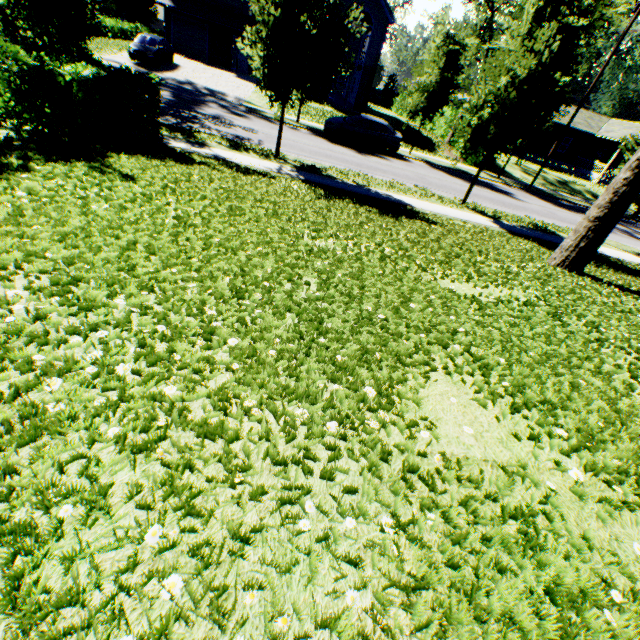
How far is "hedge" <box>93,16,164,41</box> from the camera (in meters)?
35.25

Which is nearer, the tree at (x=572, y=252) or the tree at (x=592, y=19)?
the tree at (x=572, y=252)

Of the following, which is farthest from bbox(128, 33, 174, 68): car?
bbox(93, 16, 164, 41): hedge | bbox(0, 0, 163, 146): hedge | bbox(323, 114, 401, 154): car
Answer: bbox(93, 16, 164, 41): hedge

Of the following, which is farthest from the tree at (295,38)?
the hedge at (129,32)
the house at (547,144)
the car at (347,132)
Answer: the hedge at (129,32)

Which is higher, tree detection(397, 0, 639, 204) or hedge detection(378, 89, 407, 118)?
tree detection(397, 0, 639, 204)

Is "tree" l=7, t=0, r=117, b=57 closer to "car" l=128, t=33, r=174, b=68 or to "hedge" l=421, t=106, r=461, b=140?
"hedge" l=421, t=106, r=461, b=140

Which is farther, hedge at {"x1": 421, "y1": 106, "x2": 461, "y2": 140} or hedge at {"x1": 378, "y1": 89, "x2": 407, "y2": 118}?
hedge at {"x1": 378, "y1": 89, "x2": 407, "y2": 118}

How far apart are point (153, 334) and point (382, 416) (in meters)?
1.89
